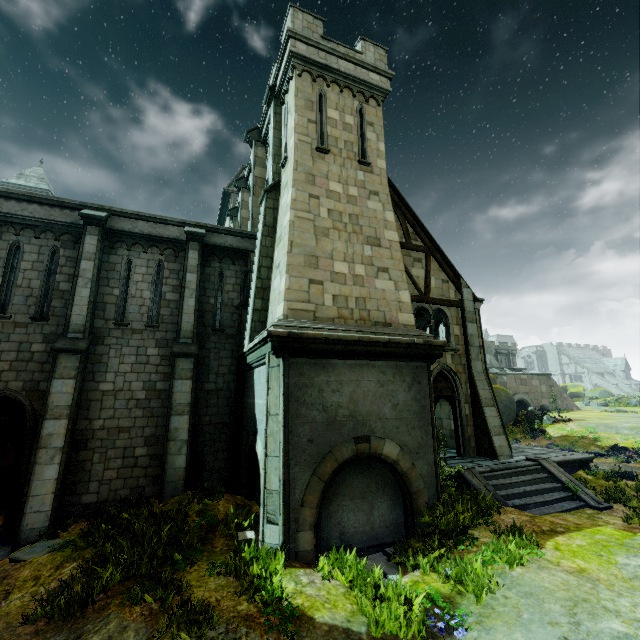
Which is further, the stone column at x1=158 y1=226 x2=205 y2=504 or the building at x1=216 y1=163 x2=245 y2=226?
the building at x1=216 y1=163 x2=245 y2=226

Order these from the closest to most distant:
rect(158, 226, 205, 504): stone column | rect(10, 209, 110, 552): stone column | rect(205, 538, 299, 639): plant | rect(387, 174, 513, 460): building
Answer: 1. rect(205, 538, 299, 639): plant
2. rect(10, 209, 110, 552): stone column
3. rect(158, 226, 205, 504): stone column
4. rect(387, 174, 513, 460): building

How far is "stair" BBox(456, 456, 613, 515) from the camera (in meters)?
9.98

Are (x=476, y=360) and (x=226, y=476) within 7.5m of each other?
no

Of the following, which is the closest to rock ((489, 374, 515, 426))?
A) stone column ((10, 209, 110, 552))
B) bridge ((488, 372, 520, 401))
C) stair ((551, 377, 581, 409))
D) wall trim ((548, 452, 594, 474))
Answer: bridge ((488, 372, 520, 401))

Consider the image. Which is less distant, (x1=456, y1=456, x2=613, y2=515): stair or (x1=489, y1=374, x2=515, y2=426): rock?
(x1=456, y1=456, x2=613, y2=515): stair

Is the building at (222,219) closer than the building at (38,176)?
Yes

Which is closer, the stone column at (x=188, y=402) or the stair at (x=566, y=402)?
the stone column at (x=188, y=402)
